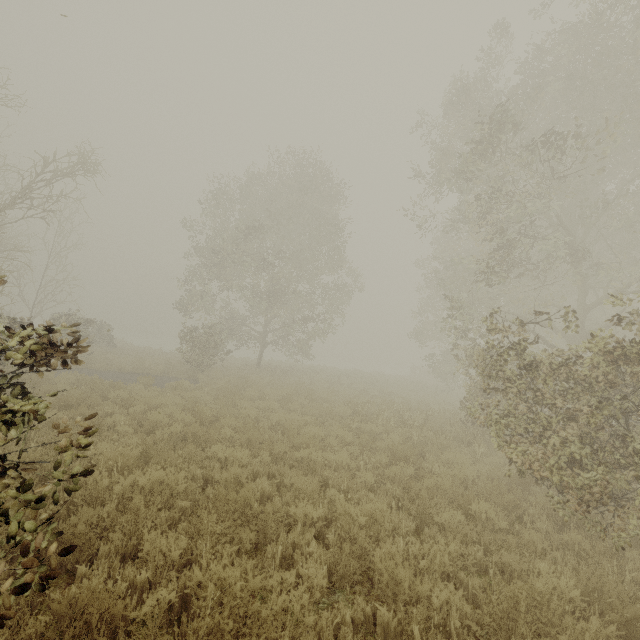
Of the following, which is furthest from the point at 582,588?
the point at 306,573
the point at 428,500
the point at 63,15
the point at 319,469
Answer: the point at 63,15

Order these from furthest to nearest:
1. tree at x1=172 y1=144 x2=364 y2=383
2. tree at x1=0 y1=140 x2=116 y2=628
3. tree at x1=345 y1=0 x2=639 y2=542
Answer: tree at x1=172 y1=144 x2=364 y2=383
tree at x1=345 y1=0 x2=639 y2=542
tree at x1=0 y1=140 x2=116 y2=628

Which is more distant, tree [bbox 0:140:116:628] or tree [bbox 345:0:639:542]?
tree [bbox 345:0:639:542]

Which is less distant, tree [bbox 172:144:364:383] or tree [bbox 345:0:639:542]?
tree [bbox 345:0:639:542]

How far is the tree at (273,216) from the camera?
18.61m

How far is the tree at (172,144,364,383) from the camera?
18.6m

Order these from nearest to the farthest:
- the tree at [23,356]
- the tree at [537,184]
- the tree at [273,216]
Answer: the tree at [23,356], the tree at [537,184], the tree at [273,216]
